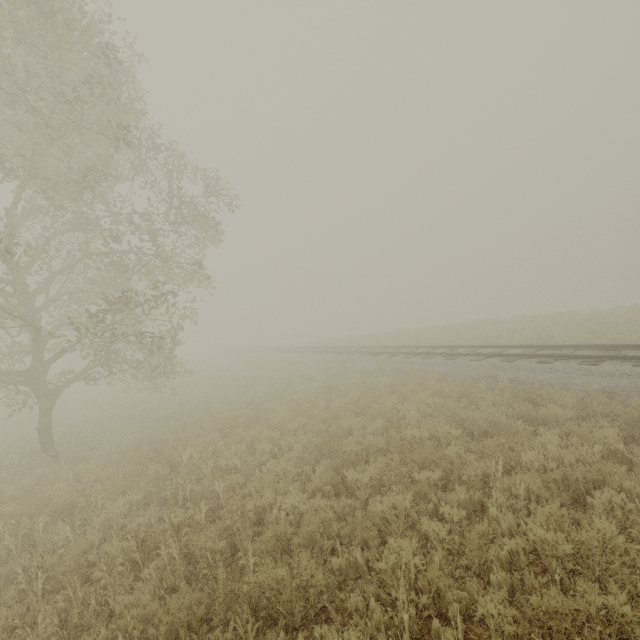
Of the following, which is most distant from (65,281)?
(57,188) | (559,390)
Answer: (559,390)
